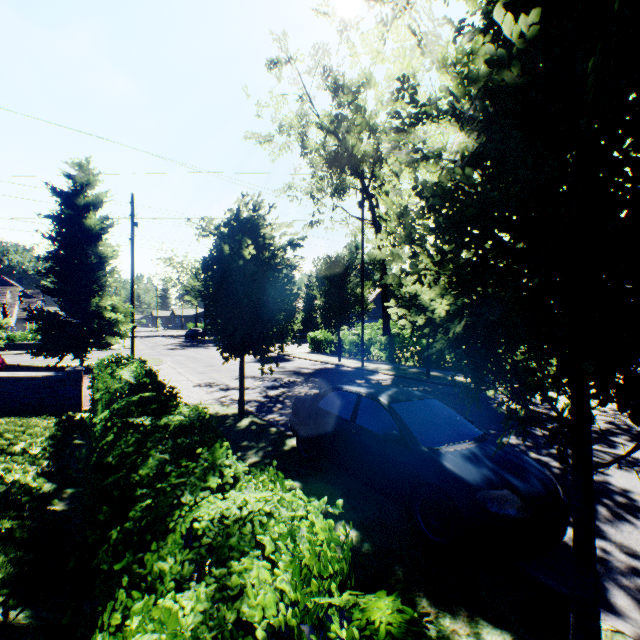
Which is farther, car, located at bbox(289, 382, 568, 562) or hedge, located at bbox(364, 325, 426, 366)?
hedge, located at bbox(364, 325, 426, 366)

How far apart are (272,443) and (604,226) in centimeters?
710cm

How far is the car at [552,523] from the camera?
3.61m

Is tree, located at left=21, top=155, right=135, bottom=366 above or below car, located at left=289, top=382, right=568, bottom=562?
above

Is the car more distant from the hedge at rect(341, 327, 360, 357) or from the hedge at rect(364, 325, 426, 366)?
the hedge at rect(364, 325, 426, 366)

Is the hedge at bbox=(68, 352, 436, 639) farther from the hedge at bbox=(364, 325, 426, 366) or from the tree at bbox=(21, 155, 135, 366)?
the hedge at bbox=(364, 325, 426, 366)

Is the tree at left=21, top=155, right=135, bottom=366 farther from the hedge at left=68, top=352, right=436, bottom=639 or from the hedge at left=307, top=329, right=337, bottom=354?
the hedge at left=68, top=352, right=436, bottom=639

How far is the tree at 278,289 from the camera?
8.1 meters
